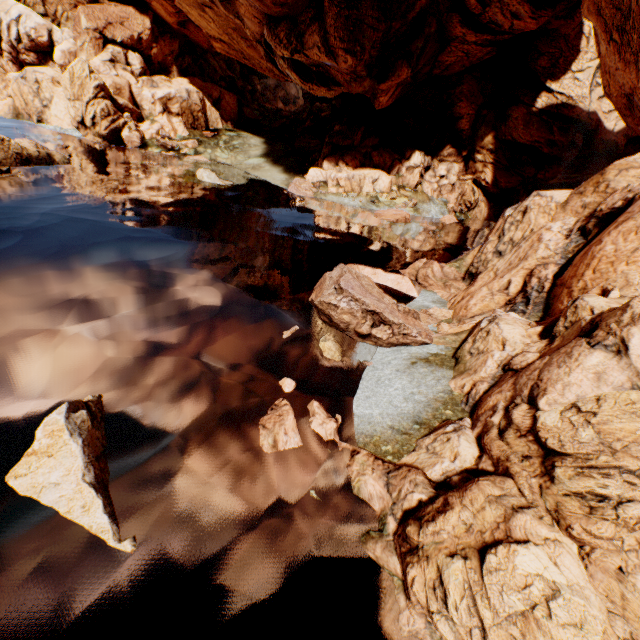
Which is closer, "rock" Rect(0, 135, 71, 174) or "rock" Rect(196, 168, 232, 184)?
"rock" Rect(0, 135, 71, 174)

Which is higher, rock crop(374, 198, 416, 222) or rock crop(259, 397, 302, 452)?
rock crop(374, 198, 416, 222)

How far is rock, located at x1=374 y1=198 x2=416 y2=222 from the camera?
33.97m

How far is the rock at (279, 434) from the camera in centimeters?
848cm

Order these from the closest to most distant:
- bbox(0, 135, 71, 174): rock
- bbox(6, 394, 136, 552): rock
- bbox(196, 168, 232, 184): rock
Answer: bbox(6, 394, 136, 552): rock → bbox(0, 135, 71, 174): rock → bbox(196, 168, 232, 184): rock

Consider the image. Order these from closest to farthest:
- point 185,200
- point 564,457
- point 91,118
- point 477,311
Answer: point 564,457 < point 477,311 < point 185,200 < point 91,118

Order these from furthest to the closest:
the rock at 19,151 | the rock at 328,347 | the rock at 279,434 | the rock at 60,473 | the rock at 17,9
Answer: the rock at 19,151
the rock at 328,347
the rock at 279,434
the rock at 60,473
the rock at 17,9
